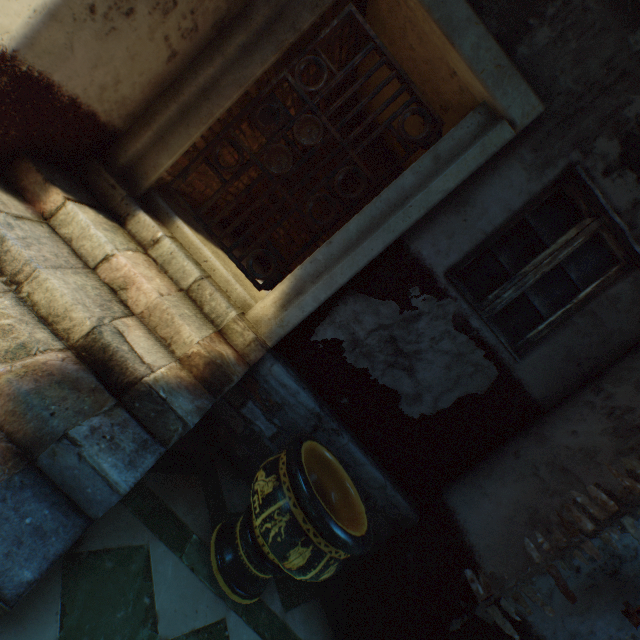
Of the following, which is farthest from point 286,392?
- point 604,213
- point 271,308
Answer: point 604,213

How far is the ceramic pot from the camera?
1.74m

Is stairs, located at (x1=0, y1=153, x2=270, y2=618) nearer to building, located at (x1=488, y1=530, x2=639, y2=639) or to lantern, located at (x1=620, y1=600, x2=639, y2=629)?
building, located at (x1=488, y1=530, x2=639, y2=639)

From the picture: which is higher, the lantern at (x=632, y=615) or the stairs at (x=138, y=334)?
the lantern at (x=632, y=615)

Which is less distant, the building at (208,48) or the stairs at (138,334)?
the stairs at (138,334)

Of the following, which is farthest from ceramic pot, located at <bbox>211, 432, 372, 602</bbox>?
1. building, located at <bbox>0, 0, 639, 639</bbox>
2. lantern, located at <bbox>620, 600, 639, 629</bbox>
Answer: lantern, located at <bbox>620, 600, 639, 629</bbox>

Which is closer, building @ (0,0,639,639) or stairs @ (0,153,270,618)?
stairs @ (0,153,270,618)
